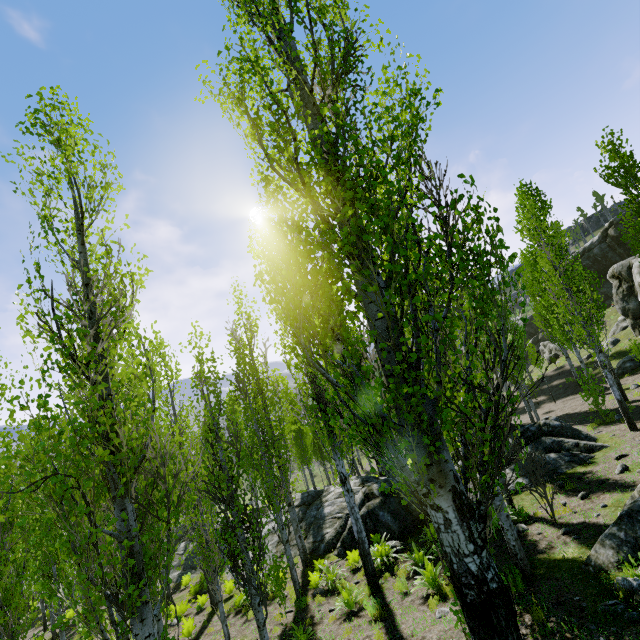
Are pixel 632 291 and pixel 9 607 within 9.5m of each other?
no

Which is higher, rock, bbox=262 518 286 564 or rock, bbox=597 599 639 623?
rock, bbox=597 599 639 623

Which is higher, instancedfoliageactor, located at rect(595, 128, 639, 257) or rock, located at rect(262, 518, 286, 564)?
instancedfoliageactor, located at rect(595, 128, 639, 257)

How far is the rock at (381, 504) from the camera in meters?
12.8

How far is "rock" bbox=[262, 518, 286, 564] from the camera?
15.4 meters

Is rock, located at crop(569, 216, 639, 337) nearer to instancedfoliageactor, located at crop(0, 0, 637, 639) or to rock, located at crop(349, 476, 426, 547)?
instancedfoliageactor, located at crop(0, 0, 637, 639)

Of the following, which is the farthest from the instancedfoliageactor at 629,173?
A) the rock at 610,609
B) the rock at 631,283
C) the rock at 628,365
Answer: the rock at 610,609

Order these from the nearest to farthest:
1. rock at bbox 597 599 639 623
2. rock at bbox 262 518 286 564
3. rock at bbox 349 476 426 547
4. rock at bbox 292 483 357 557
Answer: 1. rock at bbox 597 599 639 623
2. rock at bbox 349 476 426 547
3. rock at bbox 292 483 357 557
4. rock at bbox 262 518 286 564
